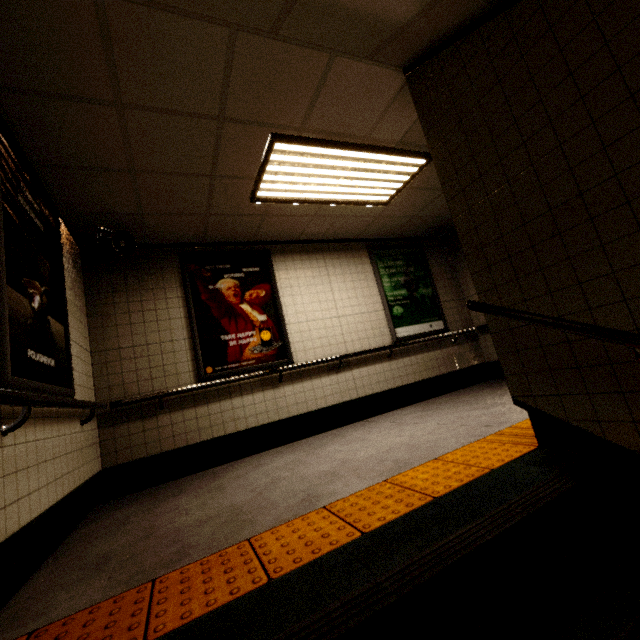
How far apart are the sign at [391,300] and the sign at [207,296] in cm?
177

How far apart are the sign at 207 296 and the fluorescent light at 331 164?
1.1m

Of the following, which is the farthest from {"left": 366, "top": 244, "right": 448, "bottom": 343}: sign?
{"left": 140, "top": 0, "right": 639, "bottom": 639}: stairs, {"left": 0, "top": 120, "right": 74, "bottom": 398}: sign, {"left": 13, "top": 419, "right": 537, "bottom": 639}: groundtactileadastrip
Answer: {"left": 0, "top": 120, "right": 74, "bottom": 398}: sign

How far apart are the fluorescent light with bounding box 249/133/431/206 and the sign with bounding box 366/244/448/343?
1.2m

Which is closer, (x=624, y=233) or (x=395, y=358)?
(x=624, y=233)

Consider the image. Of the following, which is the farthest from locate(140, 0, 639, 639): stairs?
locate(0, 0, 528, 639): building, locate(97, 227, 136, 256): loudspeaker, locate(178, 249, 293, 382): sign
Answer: locate(178, 249, 293, 382): sign

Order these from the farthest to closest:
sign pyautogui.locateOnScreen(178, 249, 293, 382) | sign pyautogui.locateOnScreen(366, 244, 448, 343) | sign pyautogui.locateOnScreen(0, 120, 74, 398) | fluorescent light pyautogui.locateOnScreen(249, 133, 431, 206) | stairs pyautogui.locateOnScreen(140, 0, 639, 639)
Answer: sign pyautogui.locateOnScreen(366, 244, 448, 343) → sign pyautogui.locateOnScreen(178, 249, 293, 382) → fluorescent light pyautogui.locateOnScreen(249, 133, 431, 206) → sign pyautogui.locateOnScreen(0, 120, 74, 398) → stairs pyautogui.locateOnScreen(140, 0, 639, 639)

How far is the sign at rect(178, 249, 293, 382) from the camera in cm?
422
